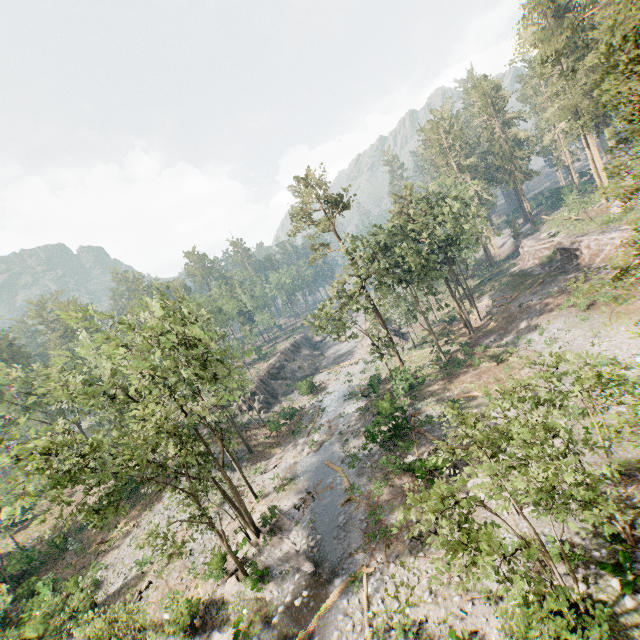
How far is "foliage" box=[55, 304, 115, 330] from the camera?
16.9m

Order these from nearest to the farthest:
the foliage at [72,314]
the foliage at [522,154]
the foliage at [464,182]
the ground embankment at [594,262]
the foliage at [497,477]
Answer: the foliage at [497,477] < the foliage at [72,314] < the foliage at [464,182] < the ground embankment at [594,262] < the foliage at [522,154]

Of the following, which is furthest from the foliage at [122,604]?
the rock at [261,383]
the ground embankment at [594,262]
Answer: the rock at [261,383]

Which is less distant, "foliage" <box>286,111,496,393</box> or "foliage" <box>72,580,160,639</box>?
"foliage" <box>72,580,160,639</box>

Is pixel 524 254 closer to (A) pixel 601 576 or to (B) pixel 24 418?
(A) pixel 601 576

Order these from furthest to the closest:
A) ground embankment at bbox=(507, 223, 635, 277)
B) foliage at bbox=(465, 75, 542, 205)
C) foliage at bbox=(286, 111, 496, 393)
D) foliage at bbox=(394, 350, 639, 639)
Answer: foliage at bbox=(465, 75, 542, 205) → ground embankment at bbox=(507, 223, 635, 277) → foliage at bbox=(286, 111, 496, 393) → foliage at bbox=(394, 350, 639, 639)

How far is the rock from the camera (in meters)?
47.75

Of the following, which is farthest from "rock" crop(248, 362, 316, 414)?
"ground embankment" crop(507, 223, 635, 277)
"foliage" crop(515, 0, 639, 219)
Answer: "ground embankment" crop(507, 223, 635, 277)
